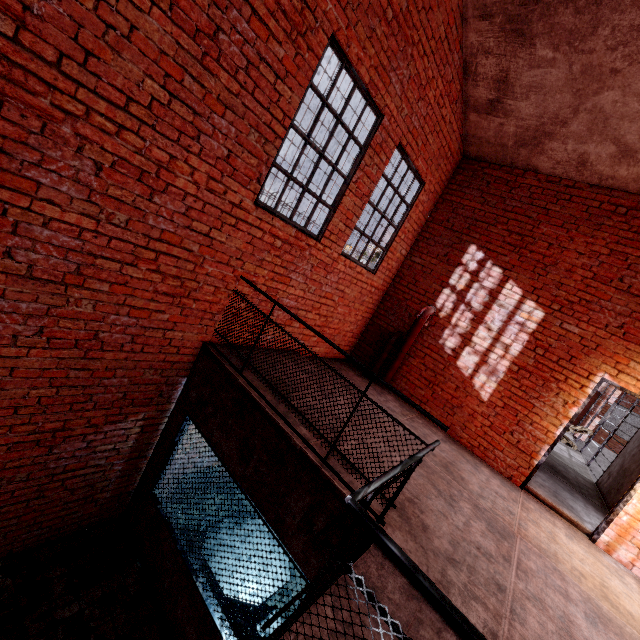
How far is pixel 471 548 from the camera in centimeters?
303cm
